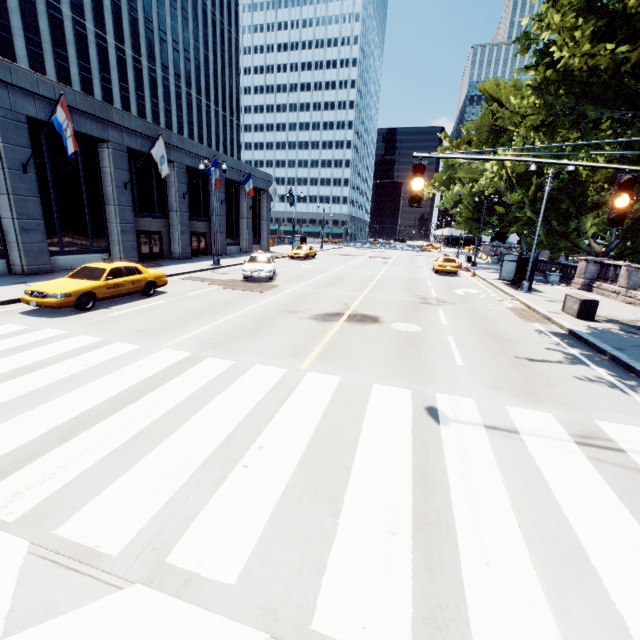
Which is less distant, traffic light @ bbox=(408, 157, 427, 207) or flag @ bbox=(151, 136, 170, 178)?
traffic light @ bbox=(408, 157, 427, 207)

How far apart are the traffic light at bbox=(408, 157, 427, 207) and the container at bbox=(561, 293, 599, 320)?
11.0 meters

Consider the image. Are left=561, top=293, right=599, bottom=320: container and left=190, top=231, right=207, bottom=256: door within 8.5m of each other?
no

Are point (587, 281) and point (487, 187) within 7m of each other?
no

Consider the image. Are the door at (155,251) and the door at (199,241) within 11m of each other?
yes

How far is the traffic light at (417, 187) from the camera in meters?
6.4 m

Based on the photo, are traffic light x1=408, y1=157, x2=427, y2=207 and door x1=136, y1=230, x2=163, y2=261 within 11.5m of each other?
no

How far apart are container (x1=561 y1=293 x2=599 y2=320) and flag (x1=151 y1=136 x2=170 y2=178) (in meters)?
23.09
